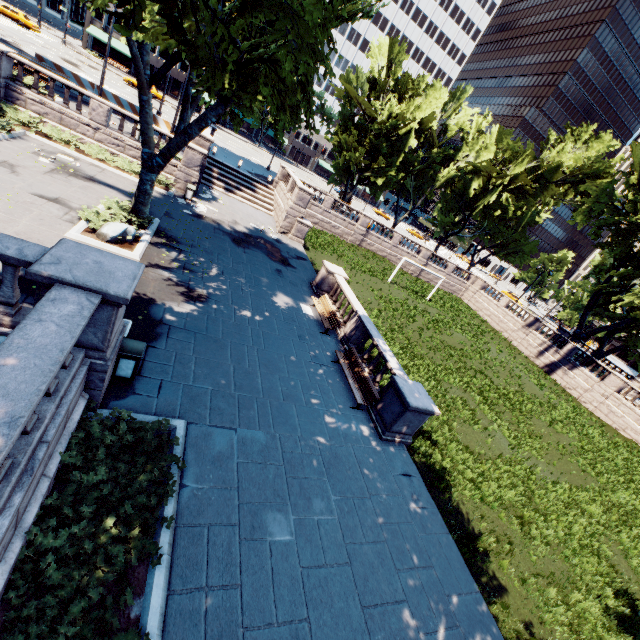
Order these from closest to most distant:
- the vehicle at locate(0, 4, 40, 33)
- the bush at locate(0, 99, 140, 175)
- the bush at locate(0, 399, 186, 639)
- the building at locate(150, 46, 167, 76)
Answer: the bush at locate(0, 399, 186, 639) < the bush at locate(0, 99, 140, 175) < the vehicle at locate(0, 4, 40, 33) < the building at locate(150, 46, 167, 76)

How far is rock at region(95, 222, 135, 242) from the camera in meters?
12.4 m

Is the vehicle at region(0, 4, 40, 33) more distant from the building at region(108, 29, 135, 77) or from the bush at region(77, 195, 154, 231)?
the bush at region(77, 195, 154, 231)

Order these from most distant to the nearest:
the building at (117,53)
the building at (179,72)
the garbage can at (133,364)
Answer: the building at (179,72), the building at (117,53), the garbage can at (133,364)

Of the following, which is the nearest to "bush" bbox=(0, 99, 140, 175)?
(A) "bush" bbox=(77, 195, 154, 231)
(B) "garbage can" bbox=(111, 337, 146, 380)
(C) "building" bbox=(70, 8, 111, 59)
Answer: (A) "bush" bbox=(77, 195, 154, 231)

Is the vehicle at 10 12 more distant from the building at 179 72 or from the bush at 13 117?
the bush at 13 117

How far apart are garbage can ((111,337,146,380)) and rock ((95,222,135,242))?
6.7m

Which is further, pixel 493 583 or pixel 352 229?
pixel 352 229
